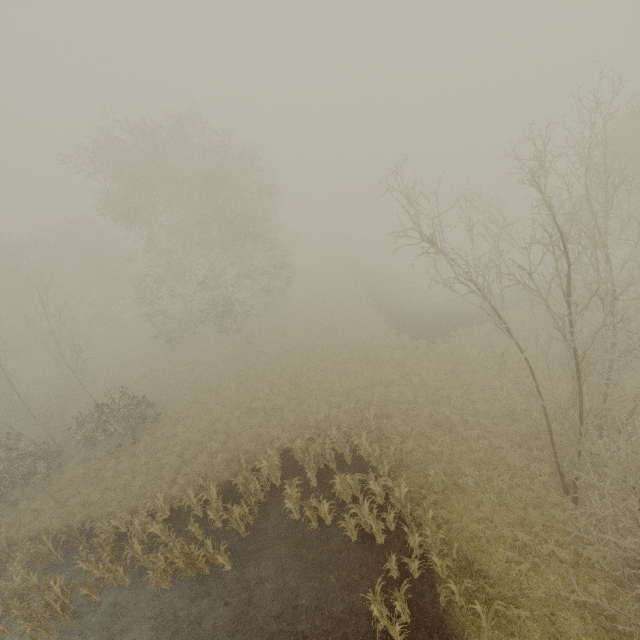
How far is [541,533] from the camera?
10.42m
